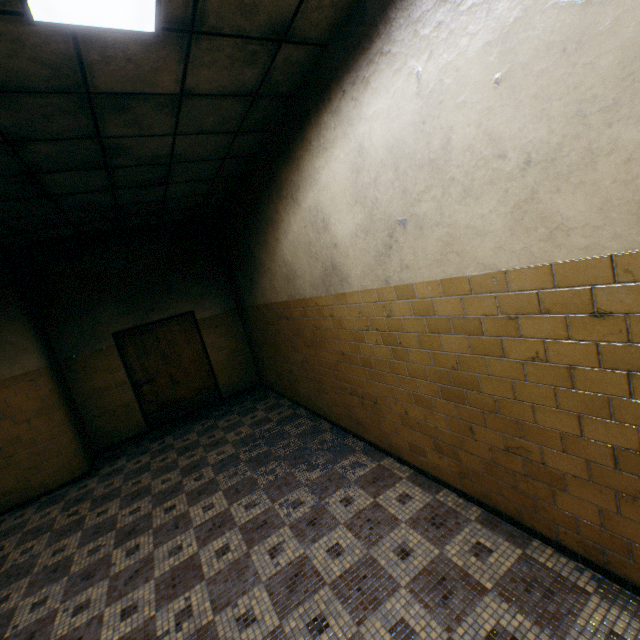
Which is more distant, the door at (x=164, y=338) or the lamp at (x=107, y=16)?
the door at (x=164, y=338)

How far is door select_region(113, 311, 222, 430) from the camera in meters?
6.7

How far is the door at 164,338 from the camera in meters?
6.7 m

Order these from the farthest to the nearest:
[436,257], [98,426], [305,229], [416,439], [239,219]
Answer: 1. [98,426]
2. [239,219]
3. [305,229]
4. [416,439]
5. [436,257]

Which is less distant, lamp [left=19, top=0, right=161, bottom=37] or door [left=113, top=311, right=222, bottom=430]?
lamp [left=19, top=0, right=161, bottom=37]

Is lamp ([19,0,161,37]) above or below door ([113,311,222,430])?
above
